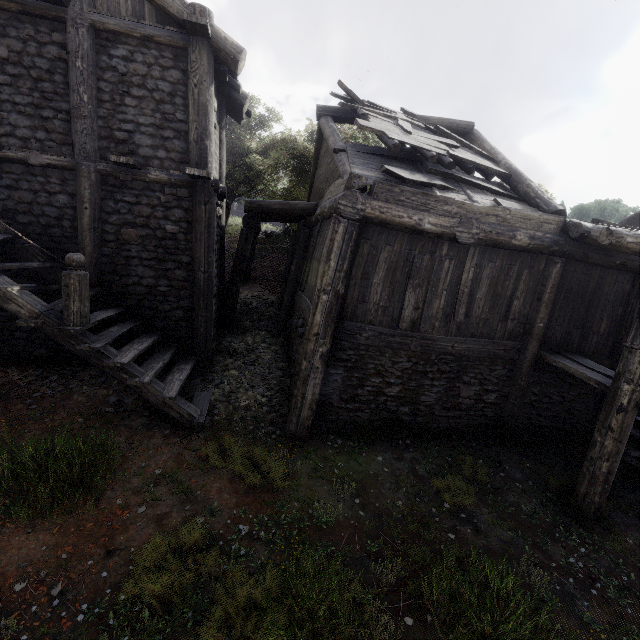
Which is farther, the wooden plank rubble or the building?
the wooden plank rubble

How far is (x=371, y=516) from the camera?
5.24m

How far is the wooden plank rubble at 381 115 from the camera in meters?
7.2 m

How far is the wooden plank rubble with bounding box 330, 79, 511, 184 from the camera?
7.20m

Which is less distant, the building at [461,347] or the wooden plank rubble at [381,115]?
the building at [461,347]
